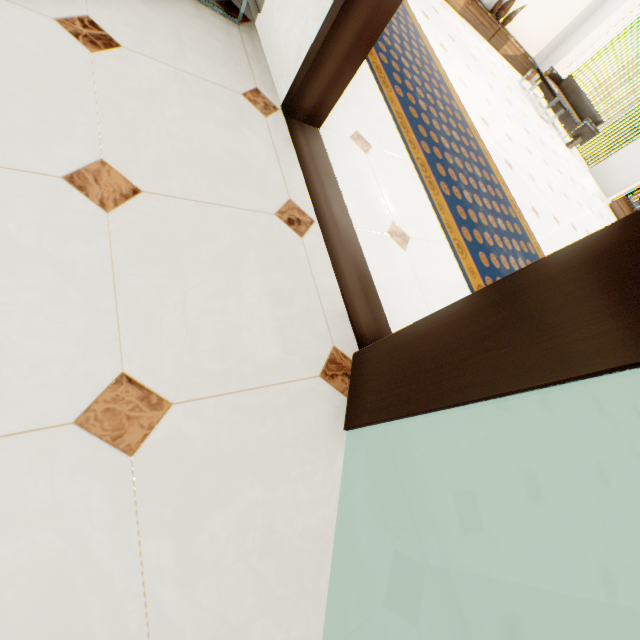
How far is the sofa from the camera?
8.1m

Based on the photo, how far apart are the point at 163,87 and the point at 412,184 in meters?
1.7

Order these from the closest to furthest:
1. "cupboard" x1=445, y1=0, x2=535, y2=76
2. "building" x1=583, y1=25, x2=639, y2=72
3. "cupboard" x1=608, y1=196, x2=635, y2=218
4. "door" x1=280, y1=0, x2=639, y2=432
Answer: "door" x1=280, y1=0, x2=639, y2=432, "cupboard" x1=445, y1=0, x2=535, y2=76, "cupboard" x1=608, y1=196, x2=635, y2=218, "building" x1=583, y1=25, x2=639, y2=72

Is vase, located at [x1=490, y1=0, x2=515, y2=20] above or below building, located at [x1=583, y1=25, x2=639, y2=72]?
below

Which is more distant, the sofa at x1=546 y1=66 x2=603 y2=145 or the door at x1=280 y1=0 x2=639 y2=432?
the sofa at x1=546 y1=66 x2=603 y2=145

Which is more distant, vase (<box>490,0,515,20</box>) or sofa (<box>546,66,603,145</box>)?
sofa (<box>546,66,603,145</box>)

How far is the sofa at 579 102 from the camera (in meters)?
8.11

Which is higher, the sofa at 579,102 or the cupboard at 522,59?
the sofa at 579,102
